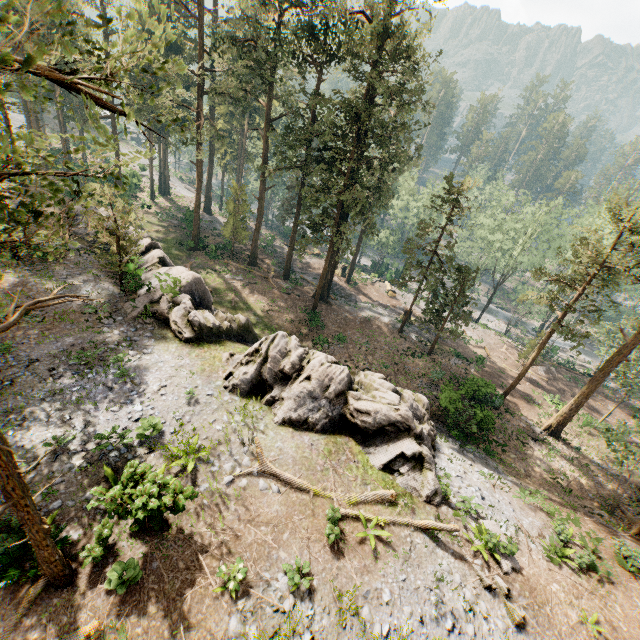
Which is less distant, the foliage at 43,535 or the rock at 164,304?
the foliage at 43,535

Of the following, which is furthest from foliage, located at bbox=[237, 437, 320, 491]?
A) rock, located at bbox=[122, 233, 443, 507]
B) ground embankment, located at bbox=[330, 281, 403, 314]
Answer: rock, located at bbox=[122, 233, 443, 507]

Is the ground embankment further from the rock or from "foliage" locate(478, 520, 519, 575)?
the rock

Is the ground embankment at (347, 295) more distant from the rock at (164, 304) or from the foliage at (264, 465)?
the rock at (164, 304)

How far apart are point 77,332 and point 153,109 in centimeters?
4054cm

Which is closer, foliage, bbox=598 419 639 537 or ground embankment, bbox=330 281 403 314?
foliage, bbox=598 419 639 537

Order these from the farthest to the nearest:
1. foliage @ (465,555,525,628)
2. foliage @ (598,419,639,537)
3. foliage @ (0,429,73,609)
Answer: foliage @ (598,419,639,537), foliage @ (465,555,525,628), foliage @ (0,429,73,609)
